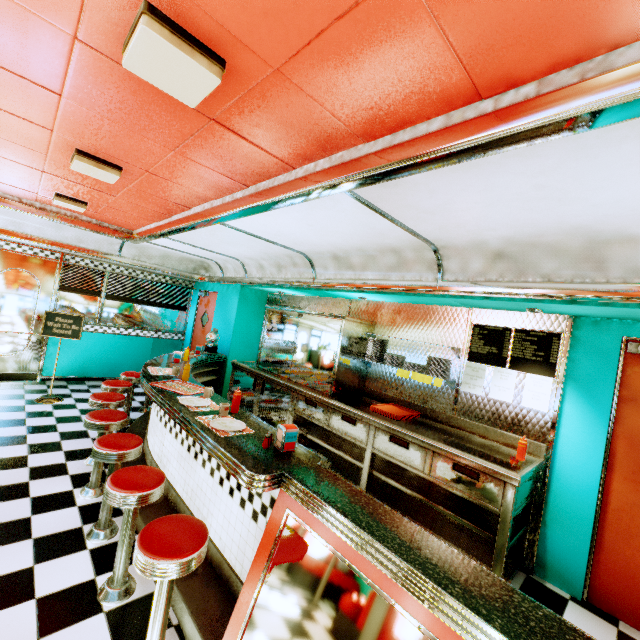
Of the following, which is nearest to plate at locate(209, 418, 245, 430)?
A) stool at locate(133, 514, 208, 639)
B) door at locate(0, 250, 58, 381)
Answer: stool at locate(133, 514, 208, 639)

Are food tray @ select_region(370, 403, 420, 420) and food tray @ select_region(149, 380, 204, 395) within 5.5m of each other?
yes

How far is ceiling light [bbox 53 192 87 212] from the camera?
4.2 meters

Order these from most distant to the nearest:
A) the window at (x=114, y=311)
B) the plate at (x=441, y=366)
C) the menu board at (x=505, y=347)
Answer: the window at (x=114, y=311)
the plate at (x=441, y=366)
the menu board at (x=505, y=347)

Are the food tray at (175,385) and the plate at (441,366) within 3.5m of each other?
yes

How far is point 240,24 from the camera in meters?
1.3

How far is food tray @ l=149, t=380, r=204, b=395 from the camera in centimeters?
342cm

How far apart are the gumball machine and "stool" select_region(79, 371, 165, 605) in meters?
3.5 m
